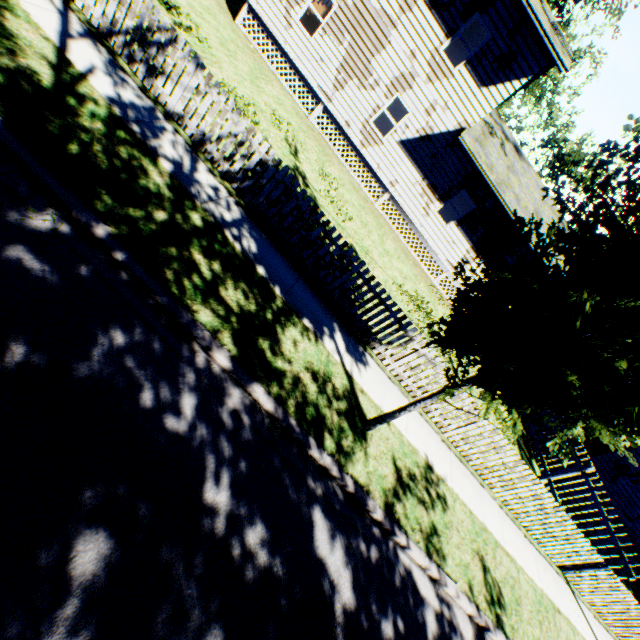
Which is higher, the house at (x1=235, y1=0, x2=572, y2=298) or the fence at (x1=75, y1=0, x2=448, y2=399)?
the house at (x1=235, y1=0, x2=572, y2=298)

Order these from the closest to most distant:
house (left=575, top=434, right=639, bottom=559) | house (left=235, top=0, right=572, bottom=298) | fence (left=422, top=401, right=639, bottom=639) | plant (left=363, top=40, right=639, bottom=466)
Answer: plant (left=363, top=40, right=639, bottom=466) < fence (left=422, top=401, right=639, bottom=639) < house (left=235, top=0, right=572, bottom=298) < house (left=575, top=434, right=639, bottom=559)

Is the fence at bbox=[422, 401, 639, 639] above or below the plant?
below

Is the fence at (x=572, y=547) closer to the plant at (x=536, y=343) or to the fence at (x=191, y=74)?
the fence at (x=191, y=74)

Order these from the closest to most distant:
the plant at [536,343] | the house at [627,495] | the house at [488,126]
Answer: the plant at [536,343]
the house at [488,126]
the house at [627,495]

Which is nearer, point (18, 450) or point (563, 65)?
point (18, 450)

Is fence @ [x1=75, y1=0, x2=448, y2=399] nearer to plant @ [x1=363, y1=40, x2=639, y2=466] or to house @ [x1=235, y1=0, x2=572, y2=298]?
plant @ [x1=363, y1=40, x2=639, y2=466]

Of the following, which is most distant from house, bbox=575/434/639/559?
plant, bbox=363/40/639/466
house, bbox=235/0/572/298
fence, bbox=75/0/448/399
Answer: fence, bbox=75/0/448/399
